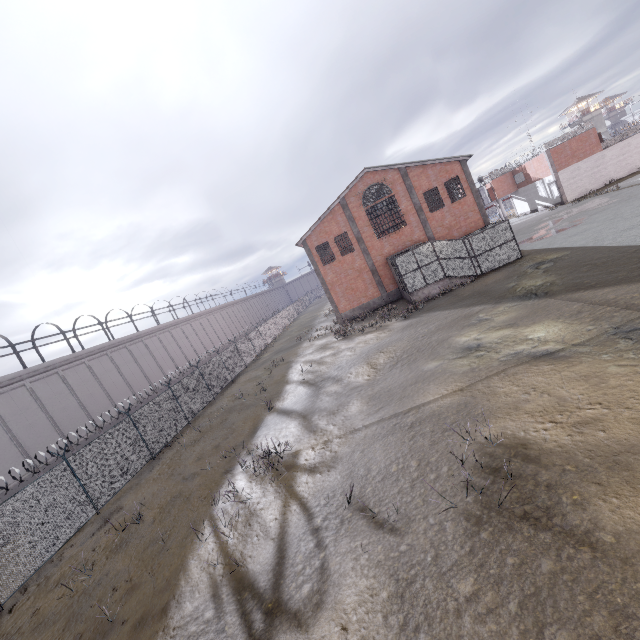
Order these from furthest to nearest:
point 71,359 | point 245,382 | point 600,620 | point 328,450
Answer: point 245,382, point 71,359, point 328,450, point 600,620
